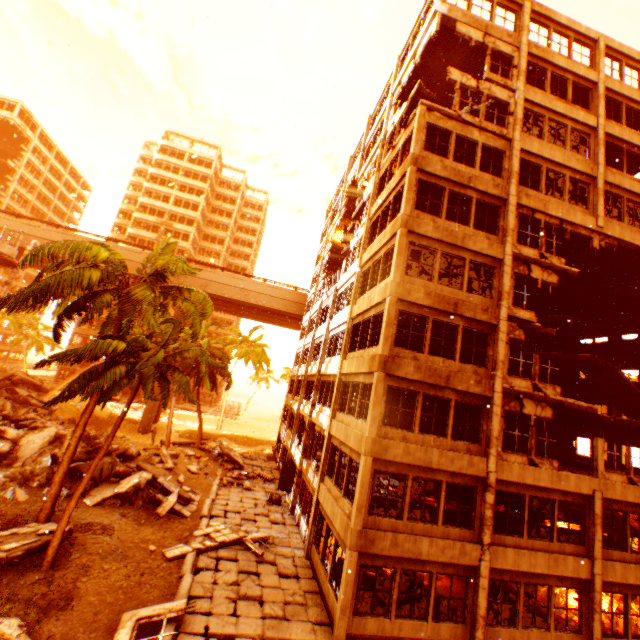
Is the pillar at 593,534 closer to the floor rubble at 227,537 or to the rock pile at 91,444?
the rock pile at 91,444

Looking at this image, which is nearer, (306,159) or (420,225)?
(420,225)

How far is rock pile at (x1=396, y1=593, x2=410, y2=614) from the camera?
Answer: 11.5 meters

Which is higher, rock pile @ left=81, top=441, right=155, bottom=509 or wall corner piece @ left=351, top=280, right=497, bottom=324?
wall corner piece @ left=351, top=280, right=497, bottom=324

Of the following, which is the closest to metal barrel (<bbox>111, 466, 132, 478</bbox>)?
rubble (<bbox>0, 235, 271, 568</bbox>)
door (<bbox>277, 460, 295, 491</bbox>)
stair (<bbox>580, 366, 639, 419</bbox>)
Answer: rubble (<bbox>0, 235, 271, 568</bbox>)

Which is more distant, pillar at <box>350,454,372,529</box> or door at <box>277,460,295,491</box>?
door at <box>277,460,295,491</box>

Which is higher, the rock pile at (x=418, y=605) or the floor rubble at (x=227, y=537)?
the rock pile at (x=418, y=605)

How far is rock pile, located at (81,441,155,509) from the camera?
15.69m
